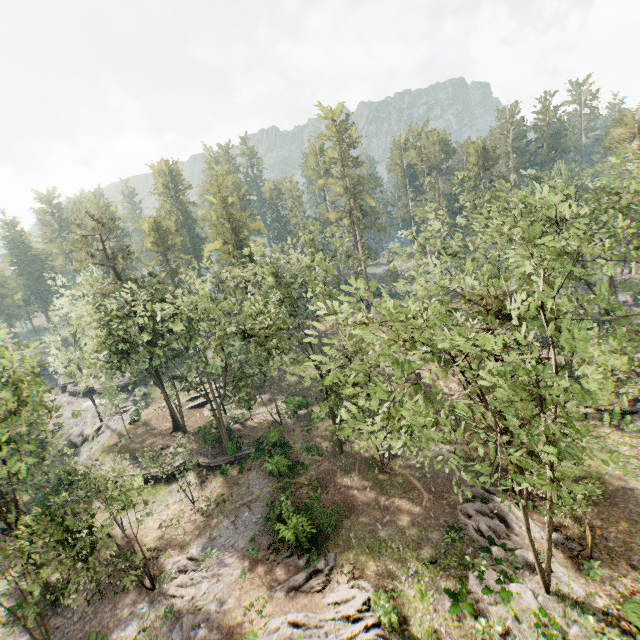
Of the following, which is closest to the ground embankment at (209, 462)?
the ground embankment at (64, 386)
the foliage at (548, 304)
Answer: the foliage at (548, 304)

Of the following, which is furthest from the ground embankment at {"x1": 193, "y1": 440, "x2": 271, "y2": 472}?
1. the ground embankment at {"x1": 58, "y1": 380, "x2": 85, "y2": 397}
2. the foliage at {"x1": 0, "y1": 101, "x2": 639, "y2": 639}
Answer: the ground embankment at {"x1": 58, "y1": 380, "x2": 85, "y2": 397}

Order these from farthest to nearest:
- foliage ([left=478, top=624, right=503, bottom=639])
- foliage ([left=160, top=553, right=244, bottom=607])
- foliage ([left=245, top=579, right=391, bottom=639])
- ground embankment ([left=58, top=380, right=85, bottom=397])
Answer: ground embankment ([left=58, top=380, right=85, bottom=397]), foliage ([left=160, top=553, right=244, bottom=607]), foliage ([left=245, top=579, right=391, bottom=639]), foliage ([left=478, top=624, right=503, bottom=639])

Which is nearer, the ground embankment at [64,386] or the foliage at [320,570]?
the foliage at [320,570]

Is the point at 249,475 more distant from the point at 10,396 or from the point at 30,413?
the point at 10,396

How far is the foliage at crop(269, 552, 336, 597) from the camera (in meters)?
19.31

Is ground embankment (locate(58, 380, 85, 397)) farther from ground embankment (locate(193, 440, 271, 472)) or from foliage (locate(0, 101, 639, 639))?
ground embankment (locate(193, 440, 271, 472))
